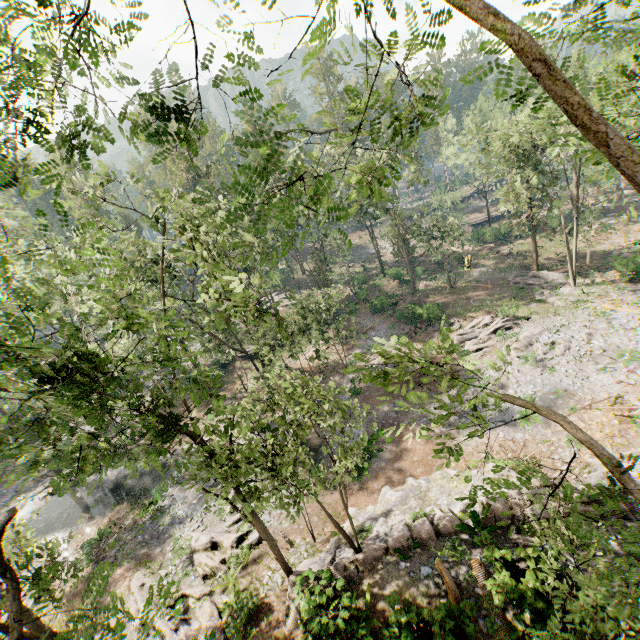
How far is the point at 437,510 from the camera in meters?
15.0 m

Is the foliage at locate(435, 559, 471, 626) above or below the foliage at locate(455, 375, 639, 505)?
below

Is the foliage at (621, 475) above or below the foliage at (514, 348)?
above

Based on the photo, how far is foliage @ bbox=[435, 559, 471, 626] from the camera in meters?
9.8

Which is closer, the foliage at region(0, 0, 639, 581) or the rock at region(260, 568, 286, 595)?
the foliage at region(0, 0, 639, 581)

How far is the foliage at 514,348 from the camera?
25.30m

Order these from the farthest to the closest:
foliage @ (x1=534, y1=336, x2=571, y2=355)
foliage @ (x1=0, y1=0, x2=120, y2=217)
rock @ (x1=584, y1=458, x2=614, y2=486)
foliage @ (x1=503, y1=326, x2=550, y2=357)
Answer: foliage @ (x1=503, y1=326, x2=550, y2=357) < foliage @ (x1=534, y1=336, x2=571, y2=355) < rock @ (x1=584, y1=458, x2=614, y2=486) < foliage @ (x1=0, y1=0, x2=120, y2=217)
